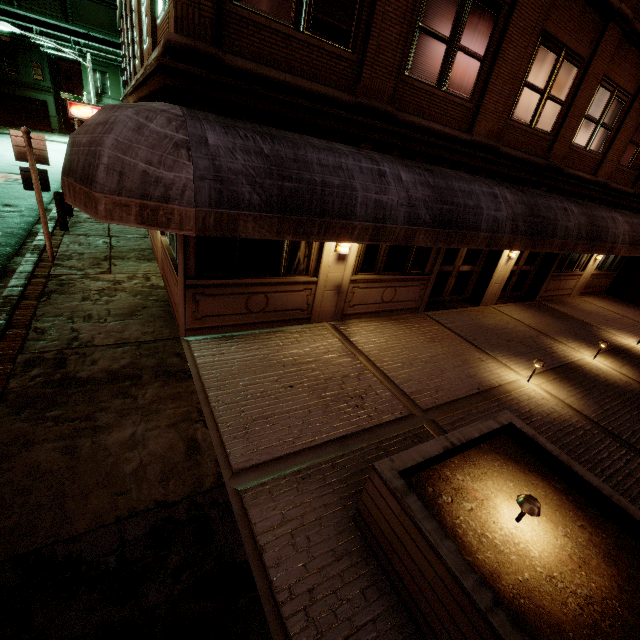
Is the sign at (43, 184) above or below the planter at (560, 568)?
above

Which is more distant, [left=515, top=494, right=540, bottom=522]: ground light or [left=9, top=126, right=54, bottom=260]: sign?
[left=9, top=126, right=54, bottom=260]: sign

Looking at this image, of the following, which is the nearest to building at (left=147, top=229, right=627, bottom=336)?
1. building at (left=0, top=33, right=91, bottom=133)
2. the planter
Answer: the planter

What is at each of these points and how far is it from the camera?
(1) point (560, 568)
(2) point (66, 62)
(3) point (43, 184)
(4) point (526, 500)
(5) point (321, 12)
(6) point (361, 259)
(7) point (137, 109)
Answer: (1) planter, 3.0m
(2) building, 57.9m
(3) sign, 7.8m
(4) ground light, 3.2m
(5) building, 5.1m
(6) building, 8.0m
(7) awning, 4.1m

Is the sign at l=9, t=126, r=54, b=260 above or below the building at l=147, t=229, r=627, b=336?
above

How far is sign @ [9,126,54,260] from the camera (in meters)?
7.25

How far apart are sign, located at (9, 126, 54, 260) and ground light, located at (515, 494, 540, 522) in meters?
11.0

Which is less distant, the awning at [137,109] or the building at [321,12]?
the awning at [137,109]
